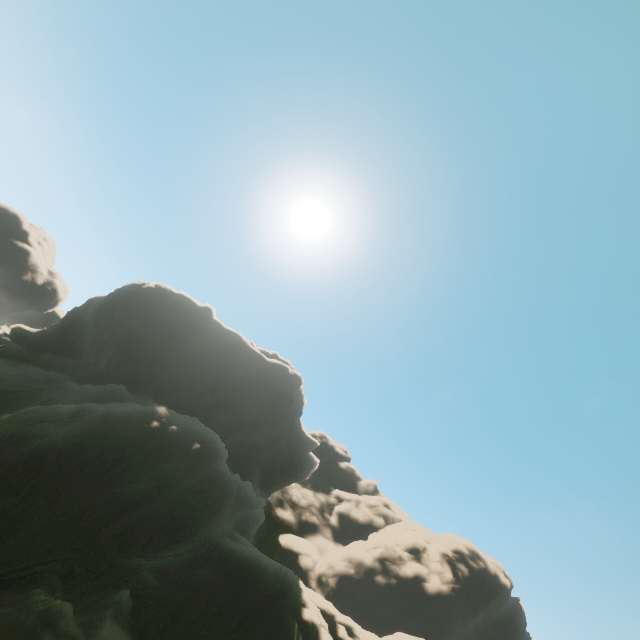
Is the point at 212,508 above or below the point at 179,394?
below
